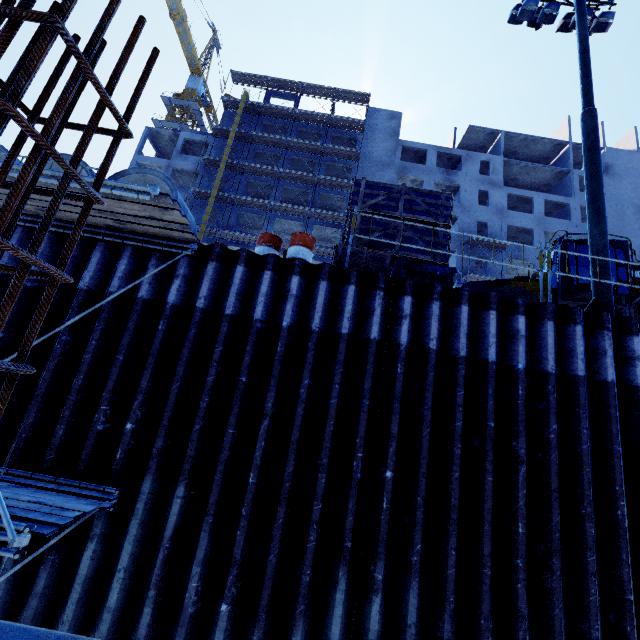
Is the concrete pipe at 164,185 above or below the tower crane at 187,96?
below

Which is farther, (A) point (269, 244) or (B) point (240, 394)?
(A) point (269, 244)

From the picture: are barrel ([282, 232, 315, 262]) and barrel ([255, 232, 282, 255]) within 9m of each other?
yes

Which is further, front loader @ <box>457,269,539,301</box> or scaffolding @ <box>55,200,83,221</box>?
front loader @ <box>457,269,539,301</box>

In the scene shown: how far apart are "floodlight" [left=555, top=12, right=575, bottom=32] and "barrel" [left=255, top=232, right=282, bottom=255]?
12.3 meters

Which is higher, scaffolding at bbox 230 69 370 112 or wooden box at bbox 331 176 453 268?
scaffolding at bbox 230 69 370 112

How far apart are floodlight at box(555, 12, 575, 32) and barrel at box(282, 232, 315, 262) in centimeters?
1188cm

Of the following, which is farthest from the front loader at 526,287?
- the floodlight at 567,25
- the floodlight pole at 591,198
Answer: the floodlight at 567,25
